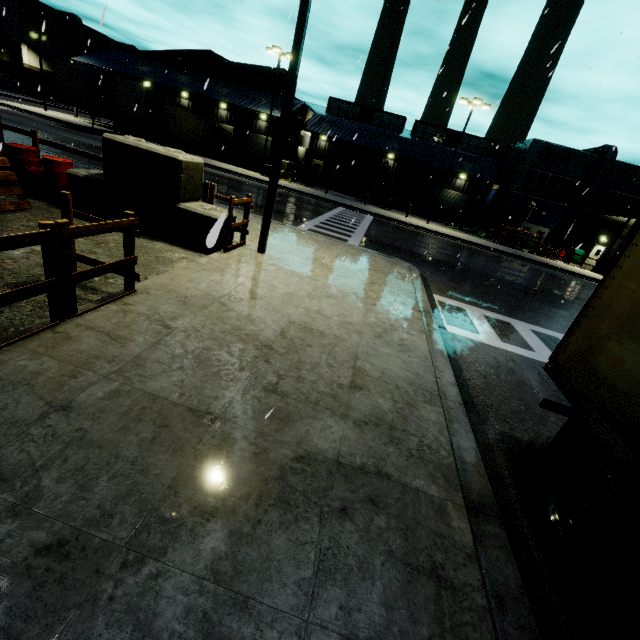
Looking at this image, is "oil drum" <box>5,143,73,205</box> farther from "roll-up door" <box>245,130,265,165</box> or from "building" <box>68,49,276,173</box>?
"roll-up door" <box>245,130,265,165</box>

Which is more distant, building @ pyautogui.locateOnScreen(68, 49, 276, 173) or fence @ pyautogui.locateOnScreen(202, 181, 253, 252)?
building @ pyautogui.locateOnScreen(68, 49, 276, 173)

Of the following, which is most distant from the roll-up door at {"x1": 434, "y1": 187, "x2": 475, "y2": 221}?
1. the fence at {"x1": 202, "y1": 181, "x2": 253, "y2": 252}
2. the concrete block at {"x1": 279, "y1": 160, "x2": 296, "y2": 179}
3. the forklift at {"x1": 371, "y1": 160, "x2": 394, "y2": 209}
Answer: the fence at {"x1": 202, "y1": 181, "x2": 253, "y2": 252}

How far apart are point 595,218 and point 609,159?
5.49m

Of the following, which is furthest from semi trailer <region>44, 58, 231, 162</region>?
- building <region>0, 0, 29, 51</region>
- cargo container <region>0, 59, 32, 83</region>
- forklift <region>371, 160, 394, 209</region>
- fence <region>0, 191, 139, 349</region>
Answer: forklift <region>371, 160, 394, 209</region>

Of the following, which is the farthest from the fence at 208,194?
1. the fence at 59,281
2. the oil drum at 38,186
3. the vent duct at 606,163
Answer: the vent duct at 606,163

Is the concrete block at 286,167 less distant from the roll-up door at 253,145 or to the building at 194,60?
the building at 194,60

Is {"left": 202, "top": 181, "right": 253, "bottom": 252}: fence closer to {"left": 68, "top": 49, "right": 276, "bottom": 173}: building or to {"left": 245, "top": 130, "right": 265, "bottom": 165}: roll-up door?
{"left": 68, "top": 49, "right": 276, "bottom": 173}: building
